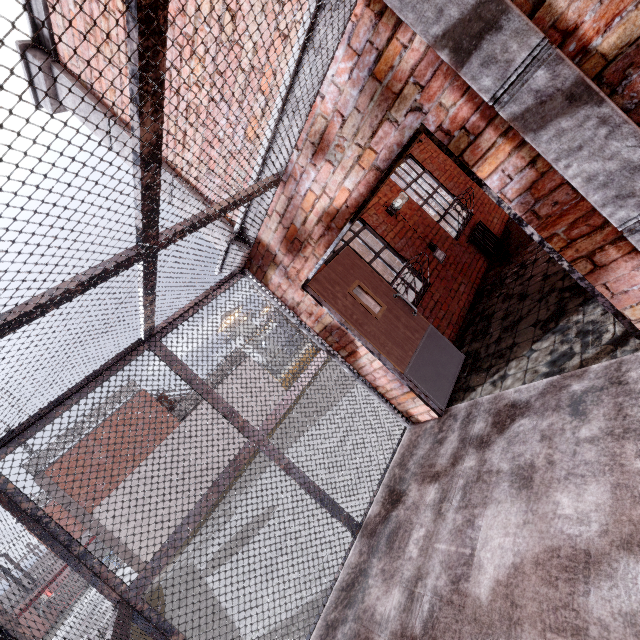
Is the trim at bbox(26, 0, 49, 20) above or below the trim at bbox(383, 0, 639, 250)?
above

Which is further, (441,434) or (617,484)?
(441,434)

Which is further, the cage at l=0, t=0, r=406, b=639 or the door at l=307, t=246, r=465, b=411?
the door at l=307, t=246, r=465, b=411

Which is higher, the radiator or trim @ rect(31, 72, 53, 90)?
trim @ rect(31, 72, 53, 90)

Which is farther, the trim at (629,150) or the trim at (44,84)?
the trim at (44,84)

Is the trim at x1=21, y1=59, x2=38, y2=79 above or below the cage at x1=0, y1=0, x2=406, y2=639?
above

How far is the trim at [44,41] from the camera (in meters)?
3.47

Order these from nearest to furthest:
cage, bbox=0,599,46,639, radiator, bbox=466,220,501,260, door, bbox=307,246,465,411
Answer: cage, bbox=0,599,46,639, door, bbox=307,246,465,411, radiator, bbox=466,220,501,260
